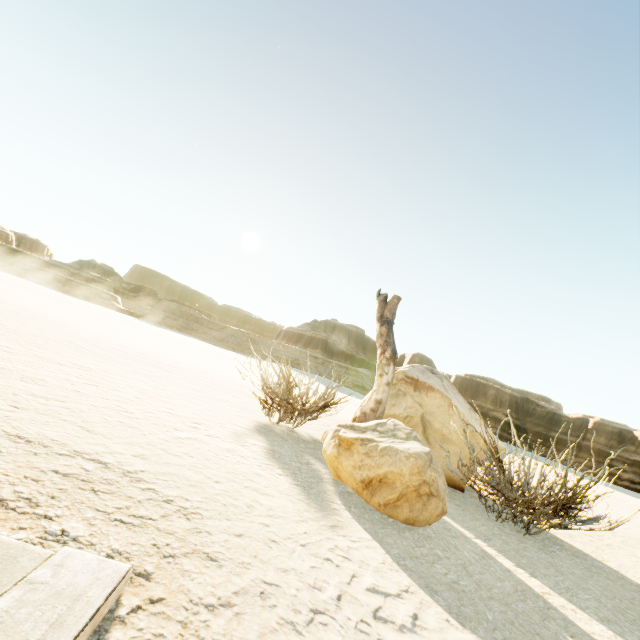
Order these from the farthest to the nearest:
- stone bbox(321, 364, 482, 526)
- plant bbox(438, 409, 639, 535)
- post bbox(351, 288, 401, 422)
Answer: post bbox(351, 288, 401, 422) → plant bbox(438, 409, 639, 535) → stone bbox(321, 364, 482, 526)

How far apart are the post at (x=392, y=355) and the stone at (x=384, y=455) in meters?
0.3

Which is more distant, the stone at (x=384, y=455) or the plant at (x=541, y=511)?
the plant at (x=541, y=511)

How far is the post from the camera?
4.2 meters

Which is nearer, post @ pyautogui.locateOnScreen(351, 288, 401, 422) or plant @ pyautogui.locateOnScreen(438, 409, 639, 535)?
plant @ pyautogui.locateOnScreen(438, 409, 639, 535)

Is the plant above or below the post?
below

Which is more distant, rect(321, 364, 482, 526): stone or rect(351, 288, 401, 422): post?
rect(351, 288, 401, 422): post

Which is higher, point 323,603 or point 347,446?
point 347,446
